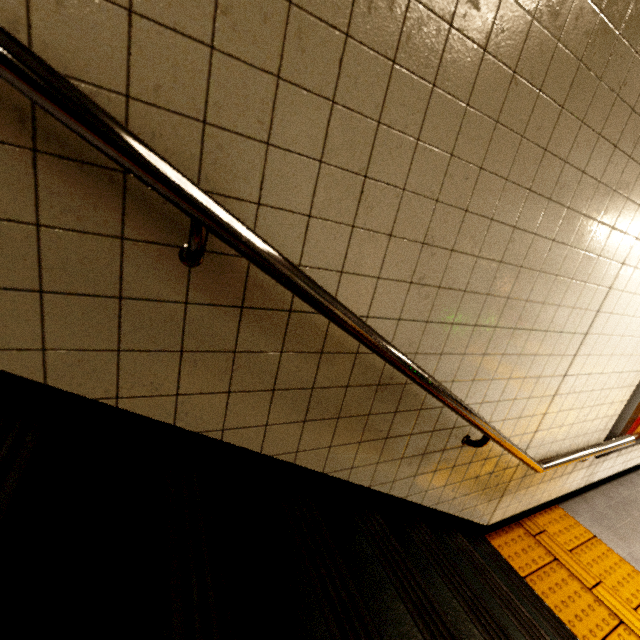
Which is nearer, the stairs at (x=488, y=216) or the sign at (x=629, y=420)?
the stairs at (x=488, y=216)

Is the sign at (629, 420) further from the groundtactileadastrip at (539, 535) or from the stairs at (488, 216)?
the stairs at (488, 216)

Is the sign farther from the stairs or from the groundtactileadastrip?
the stairs

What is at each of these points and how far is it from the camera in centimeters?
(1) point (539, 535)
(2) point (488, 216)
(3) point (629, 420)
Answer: (1) groundtactileadastrip, 289cm
(2) stairs, 122cm
(3) sign, 291cm

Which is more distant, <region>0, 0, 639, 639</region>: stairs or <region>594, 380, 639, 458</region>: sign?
<region>594, 380, 639, 458</region>: sign

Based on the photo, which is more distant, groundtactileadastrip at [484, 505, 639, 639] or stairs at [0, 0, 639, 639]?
groundtactileadastrip at [484, 505, 639, 639]

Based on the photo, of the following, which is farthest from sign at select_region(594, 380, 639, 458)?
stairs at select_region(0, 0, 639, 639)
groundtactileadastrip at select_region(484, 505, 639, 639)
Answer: stairs at select_region(0, 0, 639, 639)
